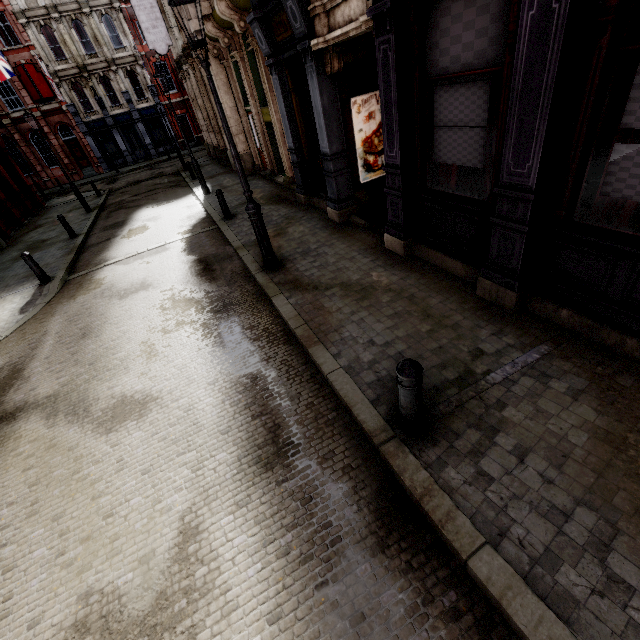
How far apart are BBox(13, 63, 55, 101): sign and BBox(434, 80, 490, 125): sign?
38.8 meters

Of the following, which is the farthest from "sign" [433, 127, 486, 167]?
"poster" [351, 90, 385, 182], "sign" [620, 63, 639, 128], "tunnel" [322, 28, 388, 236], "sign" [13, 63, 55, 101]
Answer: "sign" [13, 63, 55, 101]

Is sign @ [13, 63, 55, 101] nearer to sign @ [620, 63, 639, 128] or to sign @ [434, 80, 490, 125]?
sign @ [434, 80, 490, 125]

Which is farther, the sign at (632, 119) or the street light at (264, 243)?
the street light at (264, 243)

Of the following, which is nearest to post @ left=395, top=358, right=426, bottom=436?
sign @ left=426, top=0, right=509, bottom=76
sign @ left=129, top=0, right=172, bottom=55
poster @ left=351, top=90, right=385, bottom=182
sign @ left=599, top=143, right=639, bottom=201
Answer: sign @ left=599, top=143, right=639, bottom=201

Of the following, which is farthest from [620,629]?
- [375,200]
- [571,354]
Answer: [375,200]

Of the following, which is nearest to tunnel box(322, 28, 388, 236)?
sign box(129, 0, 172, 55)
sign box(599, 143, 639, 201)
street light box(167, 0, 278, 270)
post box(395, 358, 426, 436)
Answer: street light box(167, 0, 278, 270)

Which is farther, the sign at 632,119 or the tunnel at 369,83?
the tunnel at 369,83
